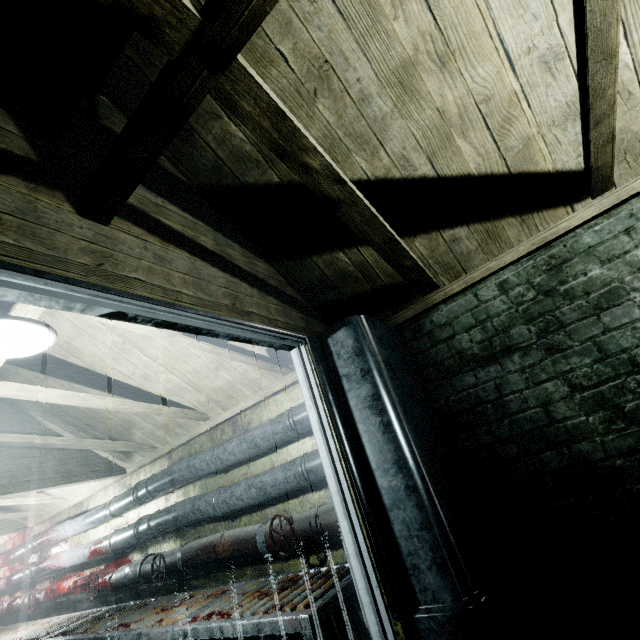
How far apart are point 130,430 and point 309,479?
2.14m

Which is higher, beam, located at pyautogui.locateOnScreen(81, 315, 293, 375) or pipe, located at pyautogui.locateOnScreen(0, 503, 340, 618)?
beam, located at pyautogui.locateOnScreen(81, 315, 293, 375)

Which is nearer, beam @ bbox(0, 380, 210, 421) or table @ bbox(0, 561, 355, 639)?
table @ bbox(0, 561, 355, 639)

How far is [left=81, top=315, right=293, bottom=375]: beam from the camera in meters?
1.7

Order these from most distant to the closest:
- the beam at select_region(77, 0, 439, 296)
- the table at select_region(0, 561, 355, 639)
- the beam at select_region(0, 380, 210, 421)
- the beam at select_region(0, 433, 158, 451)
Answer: the beam at select_region(0, 433, 158, 451), the beam at select_region(0, 380, 210, 421), the table at select_region(0, 561, 355, 639), the beam at select_region(77, 0, 439, 296)

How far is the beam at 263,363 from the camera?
1.70m

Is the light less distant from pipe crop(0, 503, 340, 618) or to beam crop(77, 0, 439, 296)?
beam crop(77, 0, 439, 296)

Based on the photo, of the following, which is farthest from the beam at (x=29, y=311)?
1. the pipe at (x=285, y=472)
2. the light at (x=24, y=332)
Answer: the pipe at (x=285, y=472)
